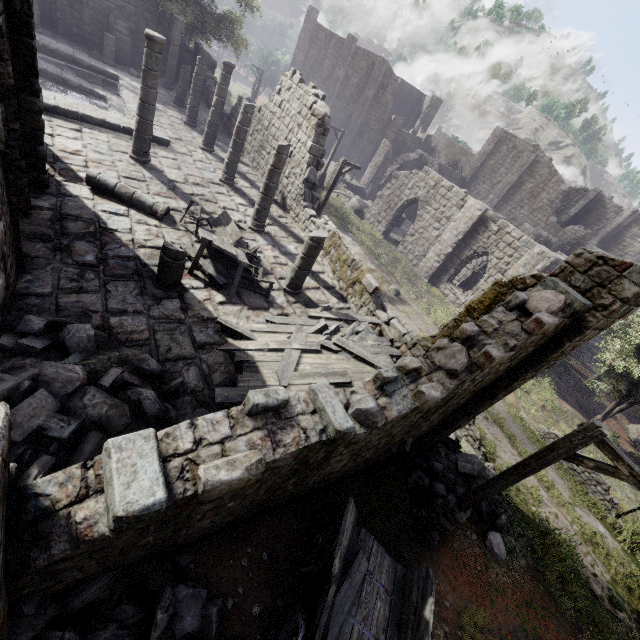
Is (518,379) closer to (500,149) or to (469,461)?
(469,461)

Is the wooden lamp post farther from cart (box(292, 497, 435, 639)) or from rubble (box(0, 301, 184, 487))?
rubble (box(0, 301, 184, 487))

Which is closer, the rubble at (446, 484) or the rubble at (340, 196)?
the rubble at (446, 484)

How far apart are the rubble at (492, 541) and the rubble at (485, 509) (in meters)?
0.21

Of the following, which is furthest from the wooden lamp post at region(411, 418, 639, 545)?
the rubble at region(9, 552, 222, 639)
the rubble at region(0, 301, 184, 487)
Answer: the rubble at region(0, 301, 184, 487)

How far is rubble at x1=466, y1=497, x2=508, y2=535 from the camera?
9.09m

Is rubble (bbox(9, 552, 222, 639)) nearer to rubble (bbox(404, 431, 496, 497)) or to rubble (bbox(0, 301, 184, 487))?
rubble (bbox(0, 301, 184, 487))

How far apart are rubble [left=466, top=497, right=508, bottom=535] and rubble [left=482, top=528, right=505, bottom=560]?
0.2 meters
